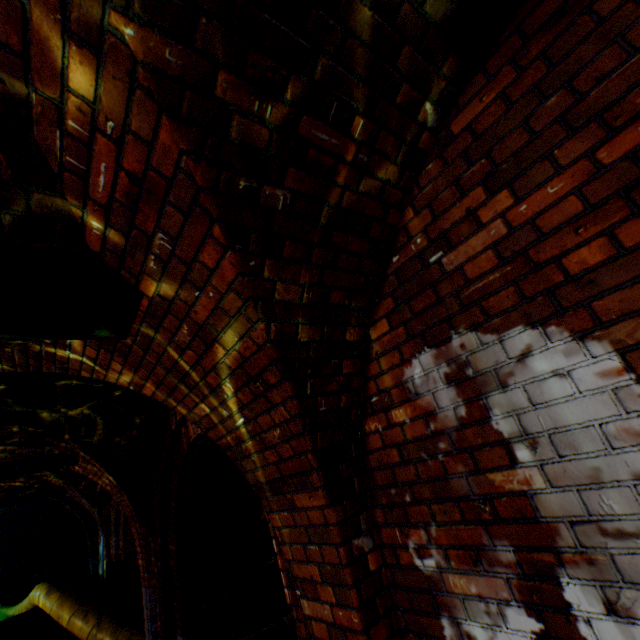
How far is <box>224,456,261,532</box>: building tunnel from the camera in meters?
10.3

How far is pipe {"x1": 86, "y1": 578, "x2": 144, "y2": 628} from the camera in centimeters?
697cm

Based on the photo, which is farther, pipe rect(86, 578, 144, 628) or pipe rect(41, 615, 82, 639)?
pipe rect(86, 578, 144, 628)

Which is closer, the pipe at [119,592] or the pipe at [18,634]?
the pipe at [18,634]

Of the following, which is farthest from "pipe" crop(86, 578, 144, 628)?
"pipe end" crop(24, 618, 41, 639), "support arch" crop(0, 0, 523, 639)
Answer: "support arch" crop(0, 0, 523, 639)

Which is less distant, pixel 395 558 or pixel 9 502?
pixel 395 558

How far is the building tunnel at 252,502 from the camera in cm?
1032

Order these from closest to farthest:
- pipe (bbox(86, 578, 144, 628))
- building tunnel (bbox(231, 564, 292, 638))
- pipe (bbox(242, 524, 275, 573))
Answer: pipe (bbox(86, 578, 144, 628))
building tunnel (bbox(231, 564, 292, 638))
pipe (bbox(242, 524, 275, 573))
